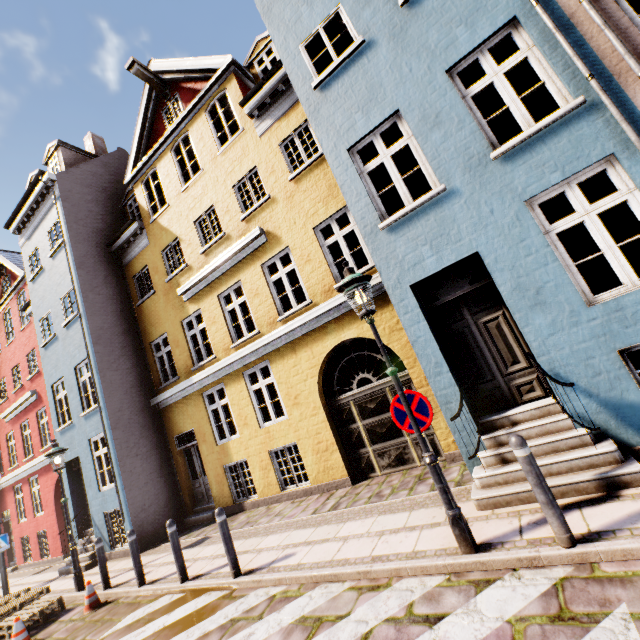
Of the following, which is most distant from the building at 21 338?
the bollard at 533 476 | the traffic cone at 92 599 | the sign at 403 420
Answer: the traffic cone at 92 599

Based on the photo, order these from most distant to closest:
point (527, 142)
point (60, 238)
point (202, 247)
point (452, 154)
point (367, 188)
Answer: point (60, 238) → point (202, 247) → point (367, 188) → point (452, 154) → point (527, 142)

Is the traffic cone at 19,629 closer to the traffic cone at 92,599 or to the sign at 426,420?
the traffic cone at 92,599

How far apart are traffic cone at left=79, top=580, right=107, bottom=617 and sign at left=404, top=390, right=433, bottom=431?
8.09m

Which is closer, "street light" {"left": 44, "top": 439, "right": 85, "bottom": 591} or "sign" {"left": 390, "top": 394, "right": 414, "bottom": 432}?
"sign" {"left": 390, "top": 394, "right": 414, "bottom": 432}

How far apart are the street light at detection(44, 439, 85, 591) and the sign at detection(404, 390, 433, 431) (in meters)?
9.94

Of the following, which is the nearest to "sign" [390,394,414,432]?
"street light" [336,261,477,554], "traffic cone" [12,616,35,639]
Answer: "street light" [336,261,477,554]

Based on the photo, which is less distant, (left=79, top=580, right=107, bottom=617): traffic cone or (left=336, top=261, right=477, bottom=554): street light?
(left=336, top=261, right=477, bottom=554): street light
